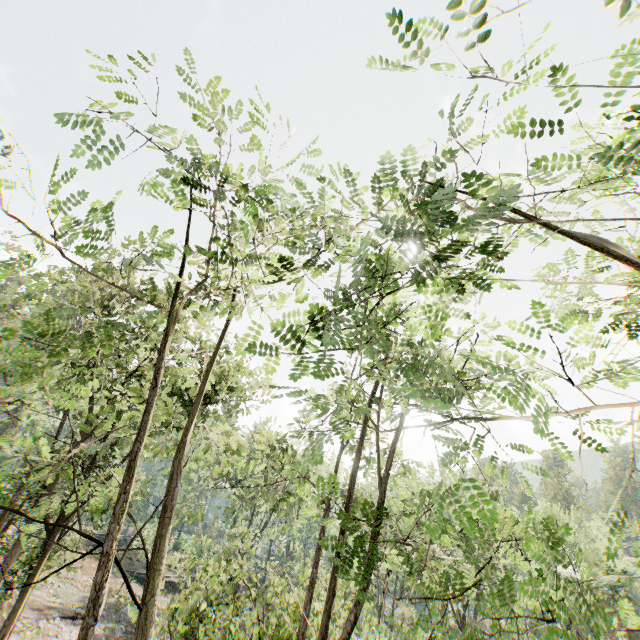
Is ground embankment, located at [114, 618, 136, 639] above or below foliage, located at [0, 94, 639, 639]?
below

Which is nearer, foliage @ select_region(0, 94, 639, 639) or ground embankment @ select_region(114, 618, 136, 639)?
foliage @ select_region(0, 94, 639, 639)

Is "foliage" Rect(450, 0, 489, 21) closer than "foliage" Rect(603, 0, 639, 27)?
No

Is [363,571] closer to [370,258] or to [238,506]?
[370,258]

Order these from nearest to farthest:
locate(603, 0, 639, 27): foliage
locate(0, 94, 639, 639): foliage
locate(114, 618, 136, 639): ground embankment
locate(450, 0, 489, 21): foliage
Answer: locate(603, 0, 639, 27): foliage → locate(450, 0, 489, 21): foliage → locate(0, 94, 639, 639): foliage → locate(114, 618, 136, 639): ground embankment

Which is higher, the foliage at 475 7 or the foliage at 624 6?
the foliage at 475 7

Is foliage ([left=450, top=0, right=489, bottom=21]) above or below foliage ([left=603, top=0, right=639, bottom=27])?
above

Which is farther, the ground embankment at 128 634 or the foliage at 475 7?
the ground embankment at 128 634
